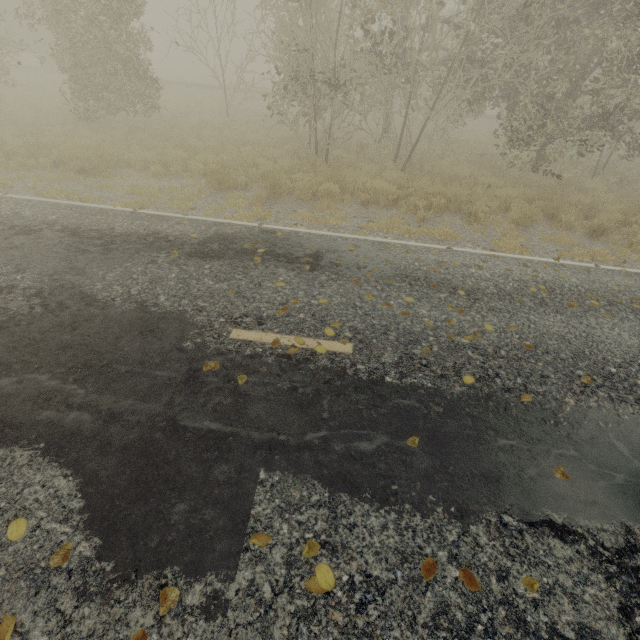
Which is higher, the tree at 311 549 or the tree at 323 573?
the tree at 311 549

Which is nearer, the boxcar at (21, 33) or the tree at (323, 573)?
the tree at (323, 573)

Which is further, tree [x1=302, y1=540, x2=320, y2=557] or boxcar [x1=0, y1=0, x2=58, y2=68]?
boxcar [x1=0, y1=0, x2=58, y2=68]

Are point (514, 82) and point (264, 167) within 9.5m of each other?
no

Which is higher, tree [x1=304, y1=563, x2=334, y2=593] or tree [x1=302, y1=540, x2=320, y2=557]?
tree [x1=302, y1=540, x2=320, y2=557]

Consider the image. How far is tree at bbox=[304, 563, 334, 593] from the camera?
2.1 meters
